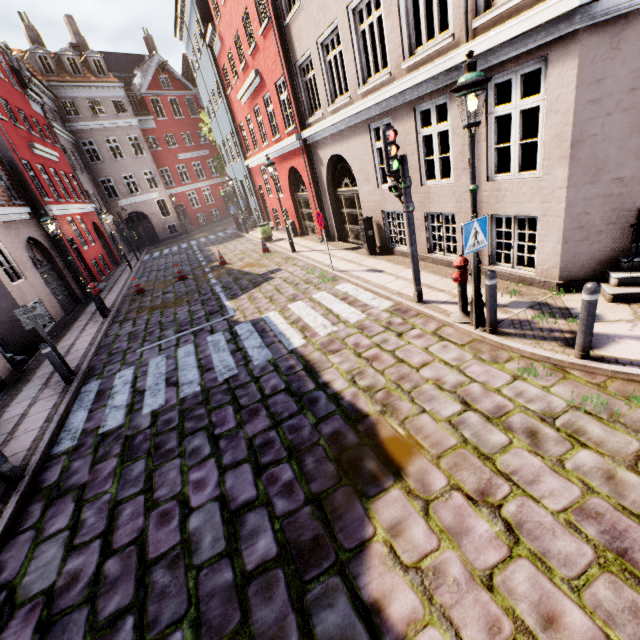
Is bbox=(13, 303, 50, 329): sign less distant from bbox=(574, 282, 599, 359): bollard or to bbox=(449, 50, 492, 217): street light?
bbox=(449, 50, 492, 217): street light

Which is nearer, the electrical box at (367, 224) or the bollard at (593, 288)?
the bollard at (593, 288)

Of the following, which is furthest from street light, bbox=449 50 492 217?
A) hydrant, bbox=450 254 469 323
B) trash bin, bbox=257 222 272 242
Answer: trash bin, bbox=257 222 272 242

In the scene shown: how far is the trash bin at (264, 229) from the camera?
17.6 meters

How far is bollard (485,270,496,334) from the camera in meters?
5.0 m

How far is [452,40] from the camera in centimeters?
604cm

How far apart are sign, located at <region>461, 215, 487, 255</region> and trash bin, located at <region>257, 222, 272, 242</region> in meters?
14.3

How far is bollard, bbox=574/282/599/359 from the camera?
4.0m
